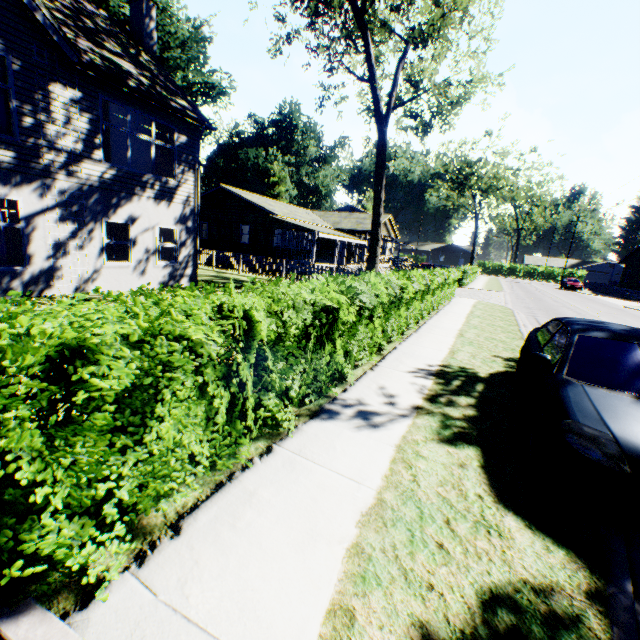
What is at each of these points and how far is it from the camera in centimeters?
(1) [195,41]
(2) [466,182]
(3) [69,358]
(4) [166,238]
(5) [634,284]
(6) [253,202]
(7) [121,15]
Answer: (1) plant, 4212cm
(2) tree, 5275cm
(3) hedge, 181cm
(4) curtain, 1360cm
(5) house, 4116cm
(6) flat, 2639cm
(7) plant, 3291cm

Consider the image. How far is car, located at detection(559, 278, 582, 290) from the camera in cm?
4284

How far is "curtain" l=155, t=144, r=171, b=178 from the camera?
12.6m

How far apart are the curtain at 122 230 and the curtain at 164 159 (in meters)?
2.01

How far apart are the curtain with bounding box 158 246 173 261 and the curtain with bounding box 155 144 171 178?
2.0 meters

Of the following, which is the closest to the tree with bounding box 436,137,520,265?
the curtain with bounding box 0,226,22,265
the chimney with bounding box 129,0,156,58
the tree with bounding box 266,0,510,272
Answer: the tree with bounding box 266,0,510,272

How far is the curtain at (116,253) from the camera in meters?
11.6 m
